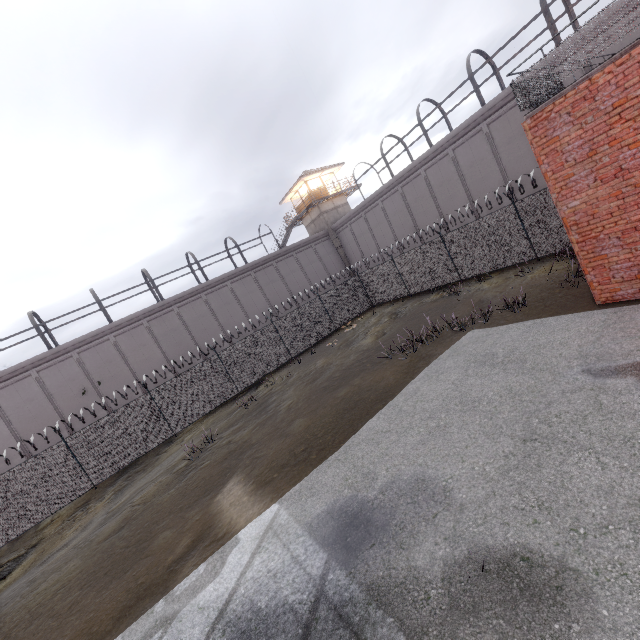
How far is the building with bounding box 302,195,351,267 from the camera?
34.3m

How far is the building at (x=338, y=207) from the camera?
34.3m

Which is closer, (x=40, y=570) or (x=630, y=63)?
(x=630, y=63)

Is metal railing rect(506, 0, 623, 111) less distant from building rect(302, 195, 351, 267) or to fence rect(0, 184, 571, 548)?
fence rect(0, 184, 571, 548)

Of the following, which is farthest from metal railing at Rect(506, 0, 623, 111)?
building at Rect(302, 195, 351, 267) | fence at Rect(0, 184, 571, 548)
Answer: building at Rect(302, 195, 351, 267)

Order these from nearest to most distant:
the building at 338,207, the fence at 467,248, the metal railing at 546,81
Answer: the metal railing at 546,81
the fence at 467,248
the building at 338,207

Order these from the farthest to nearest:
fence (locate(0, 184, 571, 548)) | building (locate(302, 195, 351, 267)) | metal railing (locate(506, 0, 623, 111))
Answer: building (locate(302, 195, 351, 267))
fence (locate(0, 184, 571, 548))
metal railing (locate(506, 0, 623, 111))
